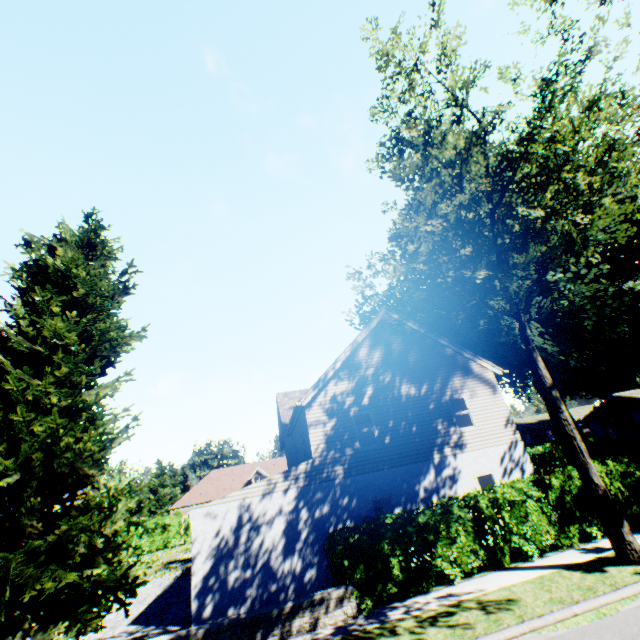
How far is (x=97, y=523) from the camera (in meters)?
8.80

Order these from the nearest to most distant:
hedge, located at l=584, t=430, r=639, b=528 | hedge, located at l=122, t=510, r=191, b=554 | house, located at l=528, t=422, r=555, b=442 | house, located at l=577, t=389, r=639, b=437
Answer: hedge, located at l=584, t=430, r=639, b=528 < hedge, located at l=122, t=510, r=191, b=554 < house, located at l=577, t=389, r=639, b=437 < house, located at l=528, t=422, r=555, b=442

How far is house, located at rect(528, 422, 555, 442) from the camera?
58.8 meters

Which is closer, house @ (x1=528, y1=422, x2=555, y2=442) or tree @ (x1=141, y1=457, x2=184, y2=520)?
tree @ (x1=141, y1=457, x2=184, y2=520)

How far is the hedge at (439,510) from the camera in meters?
9.6

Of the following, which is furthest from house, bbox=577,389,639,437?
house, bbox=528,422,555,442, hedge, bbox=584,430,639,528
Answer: house, bbox=528,422,555,442

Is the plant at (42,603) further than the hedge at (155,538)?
No

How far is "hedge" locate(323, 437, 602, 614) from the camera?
9.6 meters
